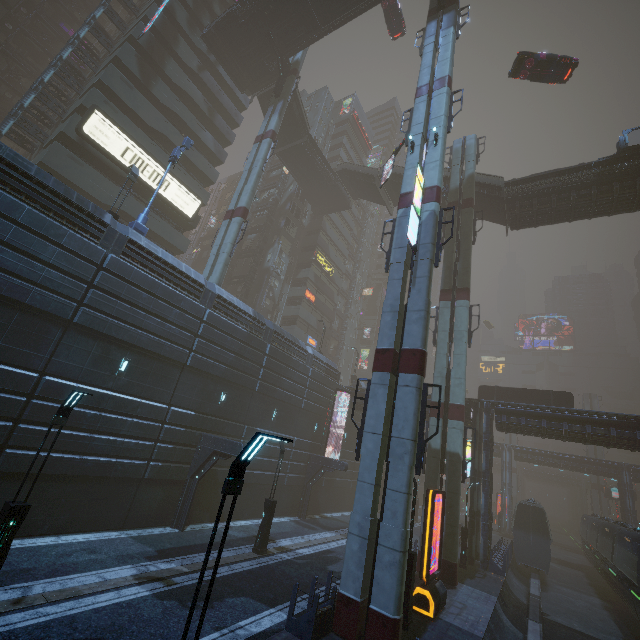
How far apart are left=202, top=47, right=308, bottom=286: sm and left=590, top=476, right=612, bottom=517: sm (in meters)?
75.88

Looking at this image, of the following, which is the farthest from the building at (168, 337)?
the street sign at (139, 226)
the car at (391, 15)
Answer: the car at (391, 15)

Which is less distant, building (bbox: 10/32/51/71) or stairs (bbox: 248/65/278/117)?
stairs (bbox: 248/65/278/117)

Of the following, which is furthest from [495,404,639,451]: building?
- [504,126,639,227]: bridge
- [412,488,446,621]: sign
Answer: [412,488,446,621]: sign

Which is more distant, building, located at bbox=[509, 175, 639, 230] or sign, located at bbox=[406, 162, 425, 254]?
building, located at bbox=[509, 175, 639, 230]

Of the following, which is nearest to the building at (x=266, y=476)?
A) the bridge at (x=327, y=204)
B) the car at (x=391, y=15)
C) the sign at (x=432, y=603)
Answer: the bridge at (x=327, y=204)

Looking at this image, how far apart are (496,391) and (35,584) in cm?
3475

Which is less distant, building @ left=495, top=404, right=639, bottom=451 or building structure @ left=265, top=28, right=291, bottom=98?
building @ left=495, top=404, right=639, bottom=451
